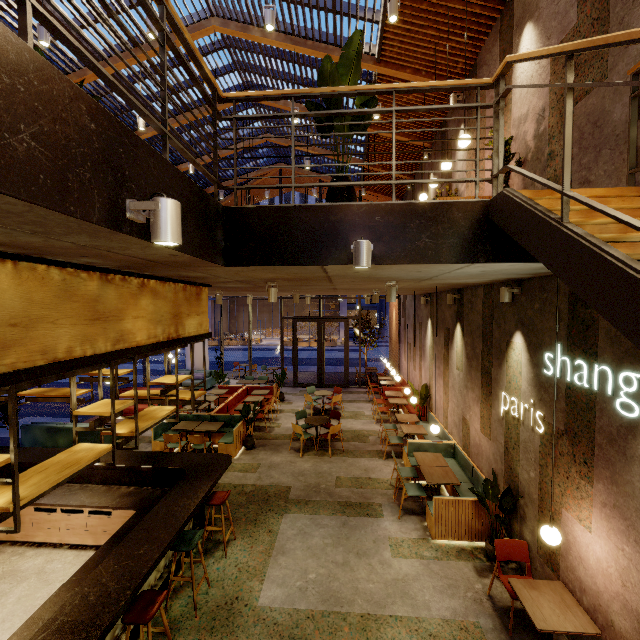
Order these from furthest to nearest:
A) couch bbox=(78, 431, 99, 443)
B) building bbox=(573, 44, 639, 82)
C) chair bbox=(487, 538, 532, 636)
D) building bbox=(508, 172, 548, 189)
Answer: couch bbox=(78, 431, 99, 443) → building bbox=(508, 172, 548, 189) → chair bbox=(487, 538, 532, 636) → building bbox=(573, 44, 639, 82)

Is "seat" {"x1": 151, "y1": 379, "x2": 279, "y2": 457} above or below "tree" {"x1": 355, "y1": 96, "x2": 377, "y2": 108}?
below

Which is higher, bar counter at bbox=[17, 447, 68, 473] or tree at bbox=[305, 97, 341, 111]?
tree at bbox=[305, 97, 341, 111]

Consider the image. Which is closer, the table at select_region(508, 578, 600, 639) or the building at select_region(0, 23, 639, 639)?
the building at select_region(0, 23, 639, 639)

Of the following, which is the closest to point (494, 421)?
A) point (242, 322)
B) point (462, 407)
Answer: point (462, 407)

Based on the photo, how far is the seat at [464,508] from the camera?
5.6 meters

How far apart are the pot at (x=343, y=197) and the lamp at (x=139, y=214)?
1.9m

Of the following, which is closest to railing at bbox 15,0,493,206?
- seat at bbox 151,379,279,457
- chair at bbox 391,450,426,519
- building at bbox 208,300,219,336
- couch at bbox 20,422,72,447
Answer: chair at bbox 391,450,426,519
